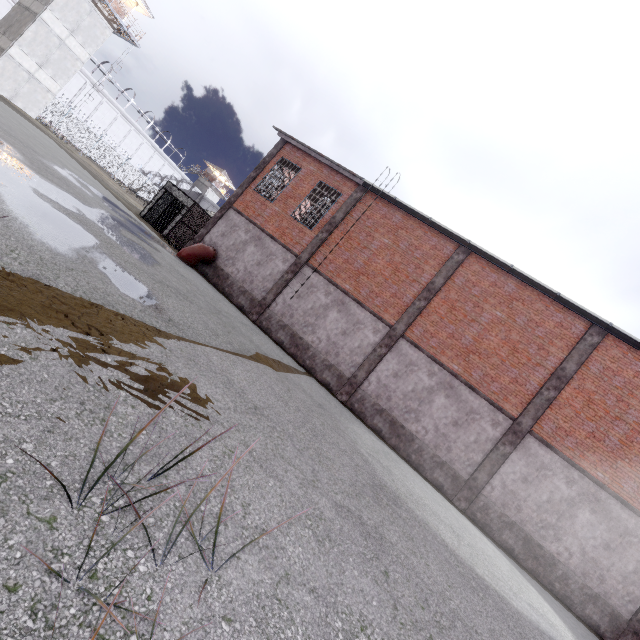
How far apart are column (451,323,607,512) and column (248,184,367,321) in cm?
1129

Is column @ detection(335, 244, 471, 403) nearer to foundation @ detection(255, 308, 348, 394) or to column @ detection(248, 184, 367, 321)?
foundation @ detection(255, 308, 348, 394)

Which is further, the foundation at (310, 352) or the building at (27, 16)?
the building at (27, 16)

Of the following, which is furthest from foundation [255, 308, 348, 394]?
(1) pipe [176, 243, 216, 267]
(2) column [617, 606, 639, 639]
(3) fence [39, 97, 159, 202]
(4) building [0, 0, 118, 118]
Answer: (4) building [0, 0, 118, 118]

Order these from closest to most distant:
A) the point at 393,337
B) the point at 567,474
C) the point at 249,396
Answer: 1. the point at 249,396
2. the point at 567,474
3. the point at 393,337

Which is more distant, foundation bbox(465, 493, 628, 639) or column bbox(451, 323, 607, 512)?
column bbox(451, 323, 607, 512)

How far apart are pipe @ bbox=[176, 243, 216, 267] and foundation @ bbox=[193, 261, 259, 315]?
0.05m

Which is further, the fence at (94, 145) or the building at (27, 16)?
the fence at (94, 145)
